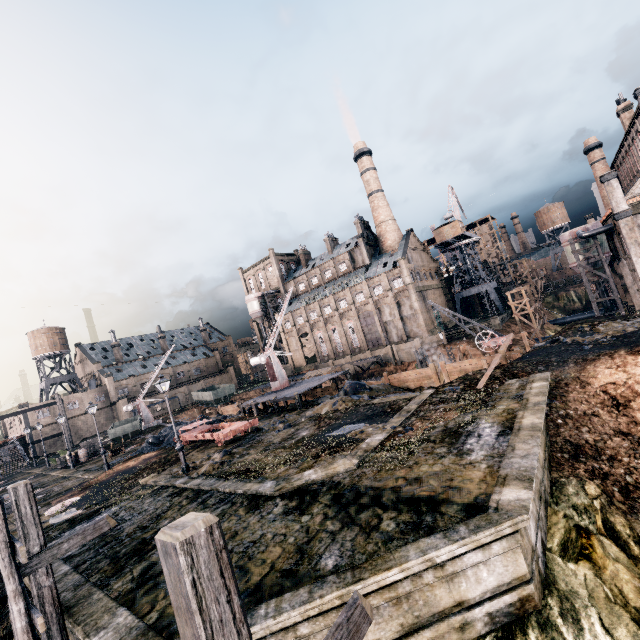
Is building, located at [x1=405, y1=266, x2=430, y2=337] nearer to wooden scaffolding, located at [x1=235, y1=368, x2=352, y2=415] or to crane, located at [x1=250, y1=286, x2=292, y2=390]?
crane, located at [x1=250, y1=286, x2=292, y2=390]

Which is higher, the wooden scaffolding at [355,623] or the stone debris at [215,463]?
the wooden scaffolding at [355,623]

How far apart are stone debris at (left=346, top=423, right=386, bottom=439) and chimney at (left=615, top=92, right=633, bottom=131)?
57.5 meters

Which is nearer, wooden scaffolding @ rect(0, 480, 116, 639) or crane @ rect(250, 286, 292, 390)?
wooden scaffolding @ rect(0, 480, 116, 639)

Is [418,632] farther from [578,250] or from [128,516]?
[578,250]

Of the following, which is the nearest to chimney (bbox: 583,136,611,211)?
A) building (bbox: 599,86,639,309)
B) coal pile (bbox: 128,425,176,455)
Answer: building (bbox: 599,86,639,309)

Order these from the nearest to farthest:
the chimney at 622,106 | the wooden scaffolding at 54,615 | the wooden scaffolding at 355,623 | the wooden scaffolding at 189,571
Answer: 1. the wooden scaffolding at 189,571
2. the wooden scaffolding at 355,623
3. the wooden scaffolding at 54,615
4. the chimney at 622,106

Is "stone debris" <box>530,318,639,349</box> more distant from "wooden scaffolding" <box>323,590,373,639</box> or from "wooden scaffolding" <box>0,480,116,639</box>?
"wooden scaffolding" <box>0,480,116,639</box>
